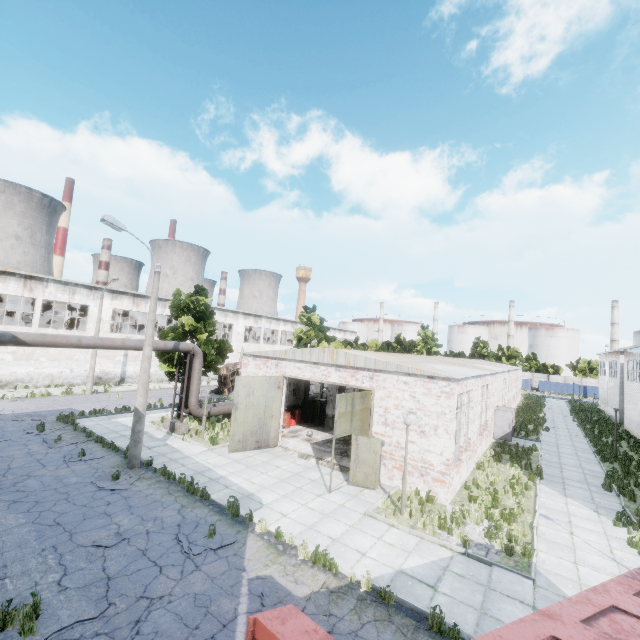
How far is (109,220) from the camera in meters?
12.6 m

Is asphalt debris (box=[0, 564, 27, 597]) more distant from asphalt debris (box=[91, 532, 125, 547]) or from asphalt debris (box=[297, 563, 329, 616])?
asphalt debris (box=[297, 563, 329, 616])

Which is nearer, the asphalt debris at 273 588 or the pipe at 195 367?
the asphalt debris at 273 588

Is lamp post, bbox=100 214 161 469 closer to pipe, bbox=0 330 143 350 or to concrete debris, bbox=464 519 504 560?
pipe, bbox=0 330 143 350

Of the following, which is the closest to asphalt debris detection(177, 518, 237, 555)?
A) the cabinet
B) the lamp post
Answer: the lamp post

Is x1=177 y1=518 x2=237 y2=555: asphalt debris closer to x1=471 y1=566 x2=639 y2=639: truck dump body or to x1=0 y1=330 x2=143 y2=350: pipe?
x1=471 y1=566 x2=639 y2=639: truck dump body

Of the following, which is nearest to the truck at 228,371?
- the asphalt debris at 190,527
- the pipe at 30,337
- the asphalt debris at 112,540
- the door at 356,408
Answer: the pipe at 30,337

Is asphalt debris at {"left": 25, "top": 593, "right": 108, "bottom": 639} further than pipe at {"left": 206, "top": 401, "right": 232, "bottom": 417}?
No
